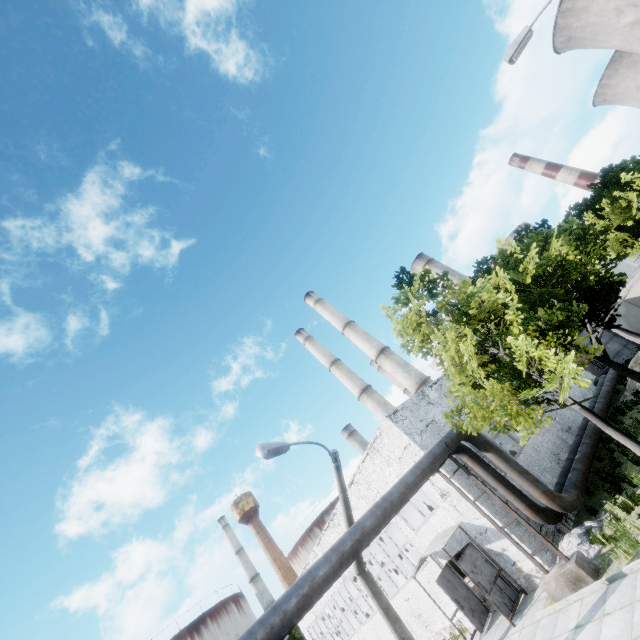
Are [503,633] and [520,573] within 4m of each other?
yes

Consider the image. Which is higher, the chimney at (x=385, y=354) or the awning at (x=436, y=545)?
the chimney at (x=385, y=354)

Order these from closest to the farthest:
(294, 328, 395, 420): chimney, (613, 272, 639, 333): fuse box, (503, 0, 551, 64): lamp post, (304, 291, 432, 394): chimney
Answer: (503, 0, 551, 64): lamp post < (613, 272, 639, 333): fuse box < (304, 291, 432, 394): chimney < (294, 328, 395, 420): chimney

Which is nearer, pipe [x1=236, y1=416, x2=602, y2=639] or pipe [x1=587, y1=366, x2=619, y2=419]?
pipe [x1=236, y1=416, x2=602, y2=639]

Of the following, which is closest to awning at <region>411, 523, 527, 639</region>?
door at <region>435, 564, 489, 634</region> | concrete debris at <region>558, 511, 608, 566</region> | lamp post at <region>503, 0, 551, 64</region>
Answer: door at <region>435, 564, 489, 634</region>

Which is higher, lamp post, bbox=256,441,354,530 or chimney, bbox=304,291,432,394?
chimney, bbox=304,291,432,394

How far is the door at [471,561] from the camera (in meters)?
12.52

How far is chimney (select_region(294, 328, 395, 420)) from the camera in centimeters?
4202cm
